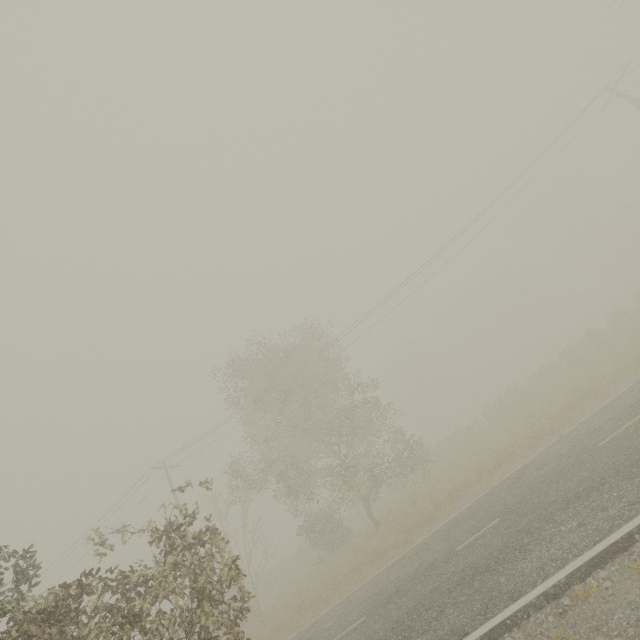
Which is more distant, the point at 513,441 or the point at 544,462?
Result: the point at 513,441
